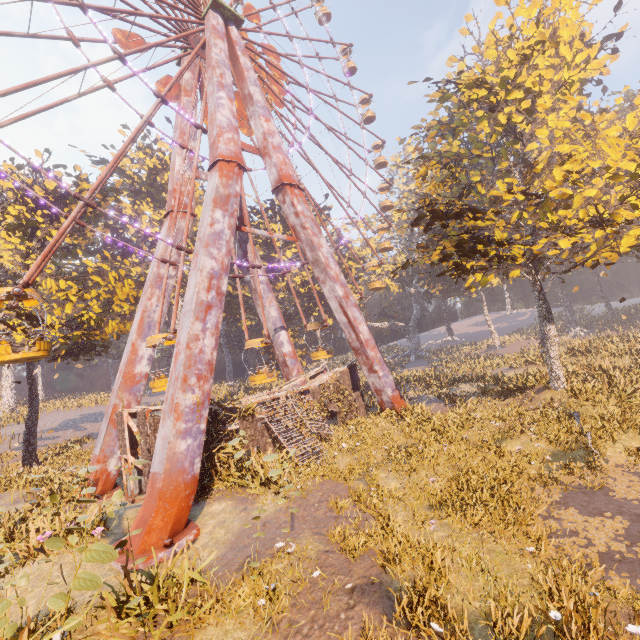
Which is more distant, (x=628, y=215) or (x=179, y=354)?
(x=628, y=215)

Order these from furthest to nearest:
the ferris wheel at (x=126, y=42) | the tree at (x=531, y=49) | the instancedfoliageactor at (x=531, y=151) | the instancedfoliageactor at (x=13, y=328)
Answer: the instancedfoliageactor at (x=531, y=151) → the instancedfoliageactor at (x=13, y=328) → the tree at (x=531, y=49) → the ferris wheel at (x=126, y=42)

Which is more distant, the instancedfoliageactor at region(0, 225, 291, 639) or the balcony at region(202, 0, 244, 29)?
the balcony at region(202, 0, 244, 29)

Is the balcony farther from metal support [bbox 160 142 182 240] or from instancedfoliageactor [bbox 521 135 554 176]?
instancedfoliageactor [bbox 521 135 554 176]

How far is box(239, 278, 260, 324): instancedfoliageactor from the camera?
46.8 meters

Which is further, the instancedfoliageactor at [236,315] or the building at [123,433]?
the instancedfoliageactor at [236,315]

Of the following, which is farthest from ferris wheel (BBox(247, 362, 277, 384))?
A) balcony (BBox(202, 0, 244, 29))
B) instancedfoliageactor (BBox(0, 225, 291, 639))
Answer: instancedfoliageactor (BBox(0, 225, 291, 639))

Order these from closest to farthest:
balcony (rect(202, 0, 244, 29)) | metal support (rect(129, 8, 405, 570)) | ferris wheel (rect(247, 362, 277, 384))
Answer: metal support (rect(129, 8, 405, 570))
ferris wheel (rect(247, 362, 277, 384))
balcony (rect(202, 0, 244, 29))
